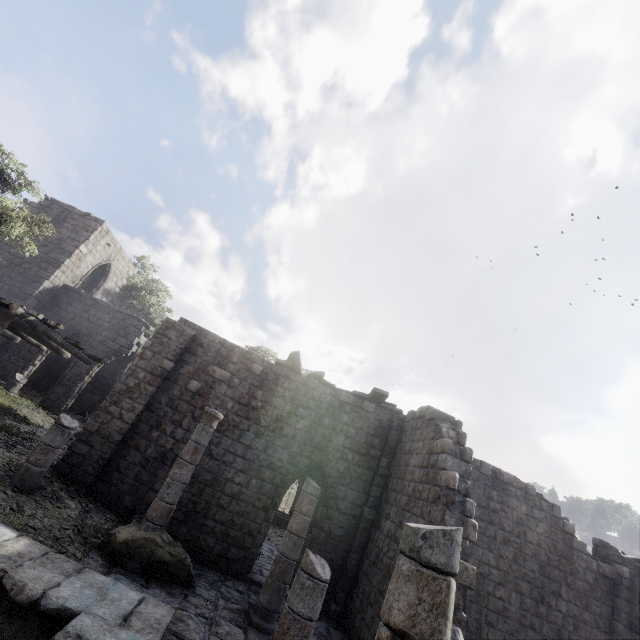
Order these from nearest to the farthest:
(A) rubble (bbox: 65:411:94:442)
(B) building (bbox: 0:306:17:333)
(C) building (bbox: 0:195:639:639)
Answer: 1. (C) building (bbox: 0:195:639:639)
2. (B) building (bbox: 0:306:17:333)
3. (A) rubble (bbox: 65:411:94:442)

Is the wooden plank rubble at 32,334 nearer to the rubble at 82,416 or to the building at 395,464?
the building at 395,464

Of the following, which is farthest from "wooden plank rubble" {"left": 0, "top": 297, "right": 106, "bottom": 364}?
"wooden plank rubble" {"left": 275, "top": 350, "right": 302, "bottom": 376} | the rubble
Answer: "wooden plank rubble" {"left": 275, "top": 350, "right": 302, "bottom": 376}

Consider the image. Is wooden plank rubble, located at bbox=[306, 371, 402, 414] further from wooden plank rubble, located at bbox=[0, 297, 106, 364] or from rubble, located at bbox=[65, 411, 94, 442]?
wooden plank rubble, located at bbox=[0, 297, 106, 364]

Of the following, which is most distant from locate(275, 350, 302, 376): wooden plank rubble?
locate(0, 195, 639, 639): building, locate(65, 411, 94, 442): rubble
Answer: locate(65, 411, 94, 442): rubble

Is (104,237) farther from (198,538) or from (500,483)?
(500,483)

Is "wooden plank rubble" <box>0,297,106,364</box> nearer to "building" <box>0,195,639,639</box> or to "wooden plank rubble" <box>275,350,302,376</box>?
"building" <box>0,195,639,639</box>

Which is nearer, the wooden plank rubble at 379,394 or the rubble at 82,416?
the wooden plank rubble at 379,394
